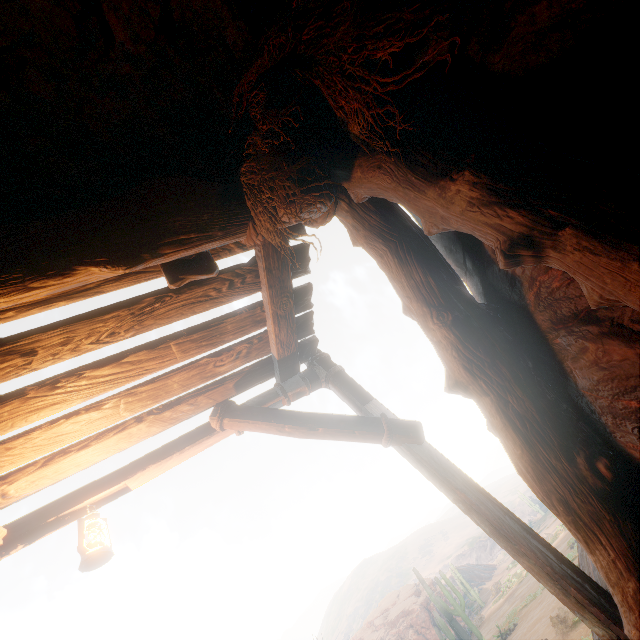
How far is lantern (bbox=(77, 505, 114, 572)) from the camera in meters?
2.6 m

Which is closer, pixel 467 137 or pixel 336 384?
pixel 467 137

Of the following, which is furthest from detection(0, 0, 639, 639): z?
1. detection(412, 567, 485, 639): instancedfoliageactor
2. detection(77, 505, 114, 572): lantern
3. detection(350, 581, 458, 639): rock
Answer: detection(350, 581, 458, 639): rock

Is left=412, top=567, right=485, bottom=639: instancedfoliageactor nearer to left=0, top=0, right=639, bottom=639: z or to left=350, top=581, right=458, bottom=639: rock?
left=0, top=0, right=639, bottom=639: z

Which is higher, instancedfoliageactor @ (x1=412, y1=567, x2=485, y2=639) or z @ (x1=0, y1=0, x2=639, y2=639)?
z @ (x1=0, y1=0, x2=639, y2=639)

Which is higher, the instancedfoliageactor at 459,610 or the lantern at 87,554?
the lantern at 87,554

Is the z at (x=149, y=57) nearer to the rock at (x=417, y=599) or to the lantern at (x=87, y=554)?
the lantern at (x=87, y=554)

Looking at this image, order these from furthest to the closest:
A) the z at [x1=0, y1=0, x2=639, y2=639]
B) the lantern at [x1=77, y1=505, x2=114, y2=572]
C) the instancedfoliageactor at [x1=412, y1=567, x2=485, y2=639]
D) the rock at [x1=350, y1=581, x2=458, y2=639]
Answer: the rock at [x1=350, y1=581, x2=458, y2=639] → the instancedfoliageactor at [x1=412, y1=567, x2=485, y2=639] → the lantern at [x1=77, y1=505, x2=114, y2=572] → the z at [x1=0, y1=0, x2=639, y2=639]
